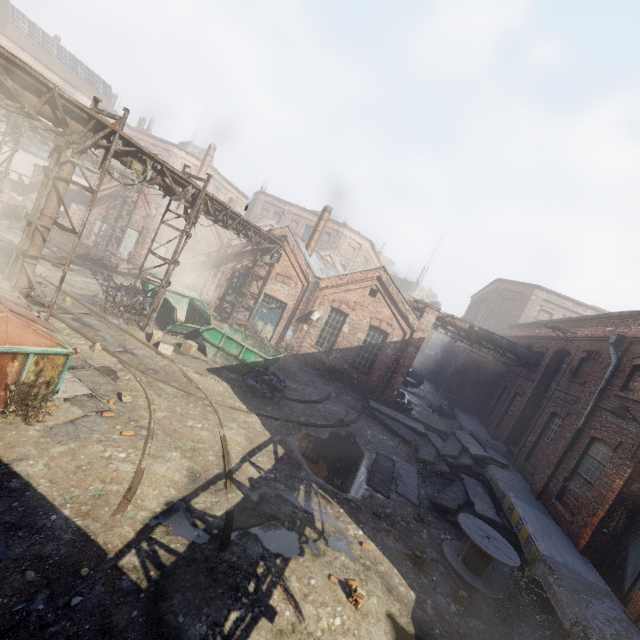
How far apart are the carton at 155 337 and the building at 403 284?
41.6 meters

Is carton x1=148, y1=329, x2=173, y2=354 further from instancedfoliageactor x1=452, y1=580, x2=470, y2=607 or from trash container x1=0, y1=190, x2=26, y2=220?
trash container x1=0, y1=190, x2=26, y2=220

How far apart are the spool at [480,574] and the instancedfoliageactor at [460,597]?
0.8 meters

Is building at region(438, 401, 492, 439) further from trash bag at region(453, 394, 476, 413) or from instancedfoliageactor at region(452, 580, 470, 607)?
instancedfoliageactor at region(452, 580, 470, 607)

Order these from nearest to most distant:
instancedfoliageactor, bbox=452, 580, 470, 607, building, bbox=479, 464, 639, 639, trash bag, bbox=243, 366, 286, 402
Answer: building, bbox=479, 464, 639, 639 < instancedfoliageactor, bbox=452, 580, 470, 607 < trash bag, bbox=243, 366, 286, 402

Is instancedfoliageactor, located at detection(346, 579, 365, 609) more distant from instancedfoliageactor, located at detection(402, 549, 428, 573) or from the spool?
the spool

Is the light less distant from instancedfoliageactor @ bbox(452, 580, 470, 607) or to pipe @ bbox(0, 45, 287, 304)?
instancedfoliageactor @ bbox(452, 580, 470, 607)

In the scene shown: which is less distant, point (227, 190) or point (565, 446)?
point (565, 446)
